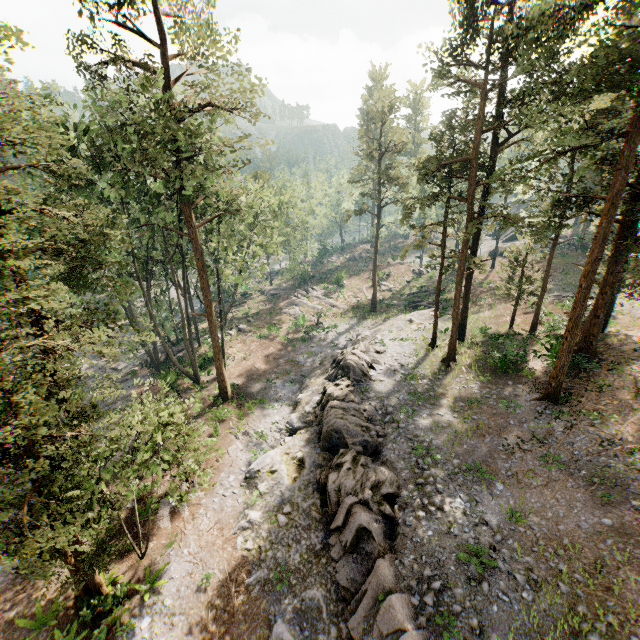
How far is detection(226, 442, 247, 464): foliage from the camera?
22.5m

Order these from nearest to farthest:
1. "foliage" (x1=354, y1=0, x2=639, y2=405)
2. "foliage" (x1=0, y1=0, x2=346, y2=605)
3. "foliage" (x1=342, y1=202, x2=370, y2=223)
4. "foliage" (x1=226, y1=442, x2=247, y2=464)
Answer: Result:
"foliage" (x1=0, y1=0, x2=346, y2=605)
"foliage" (x1=354, y1=0, x2=639, y2=405)
"foliage" (x1=226, y1=442, x2=247, y2=464)
"foliage" (x1=342, y1=202, x2=370, y2=223)

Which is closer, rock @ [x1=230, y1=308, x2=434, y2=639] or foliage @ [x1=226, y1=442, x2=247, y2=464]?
rock @ [x1=230, y1=308, x2=434, y2=639]

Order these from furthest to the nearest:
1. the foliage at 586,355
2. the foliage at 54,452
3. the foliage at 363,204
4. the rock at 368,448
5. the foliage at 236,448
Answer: the foliage at 363,204 → the foliage at 236,448 → the foliage at 586,355 → the rock at 368,448 → the foliage at 54,452

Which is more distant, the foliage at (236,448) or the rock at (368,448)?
the foliage at (236,448)

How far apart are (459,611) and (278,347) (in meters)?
28.79
